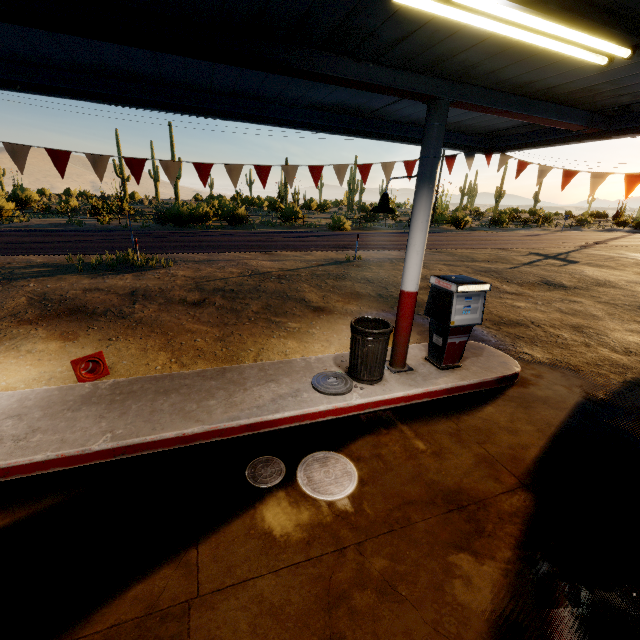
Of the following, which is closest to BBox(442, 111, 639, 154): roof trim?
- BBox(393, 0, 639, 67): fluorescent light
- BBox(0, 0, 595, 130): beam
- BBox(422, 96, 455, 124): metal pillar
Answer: BBox(0, 0, 595, 130): beam

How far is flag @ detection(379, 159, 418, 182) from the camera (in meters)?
6.37

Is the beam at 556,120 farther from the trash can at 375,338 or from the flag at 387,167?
the trash can at 375,338

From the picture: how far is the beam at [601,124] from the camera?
4.9m

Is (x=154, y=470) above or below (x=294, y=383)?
below

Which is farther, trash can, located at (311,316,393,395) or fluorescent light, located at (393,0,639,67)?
trash can, located at (311,316,393,395)

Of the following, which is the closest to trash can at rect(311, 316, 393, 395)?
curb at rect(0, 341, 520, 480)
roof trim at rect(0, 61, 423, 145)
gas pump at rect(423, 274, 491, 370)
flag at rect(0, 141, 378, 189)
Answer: curb at rect(0, 341, 520, 480)

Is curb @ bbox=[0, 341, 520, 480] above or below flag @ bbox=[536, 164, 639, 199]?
below
